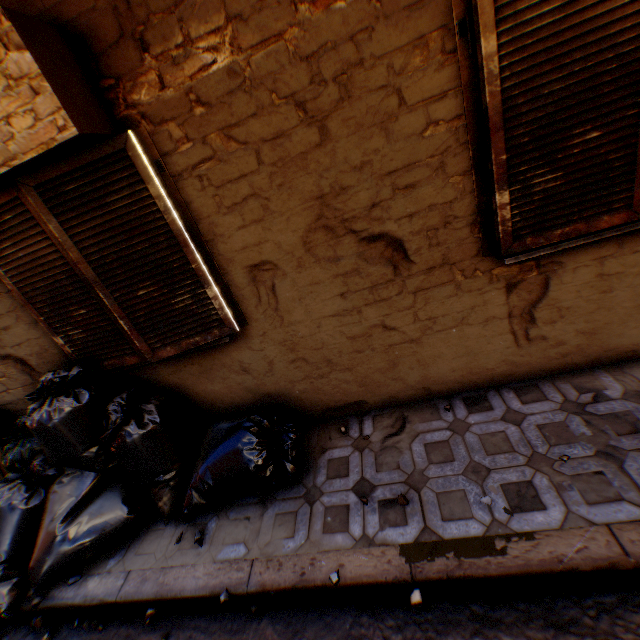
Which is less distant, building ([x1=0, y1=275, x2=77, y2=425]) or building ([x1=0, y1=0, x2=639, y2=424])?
building ([x1=0, y1=0, x2=639, y2=424])

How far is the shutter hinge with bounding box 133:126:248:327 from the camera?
2.1m

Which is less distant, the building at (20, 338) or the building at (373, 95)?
the building at (373, 95)

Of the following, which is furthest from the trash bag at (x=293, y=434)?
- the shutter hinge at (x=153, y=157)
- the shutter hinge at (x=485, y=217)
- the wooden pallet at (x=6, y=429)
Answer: the shutter hinge at (x=485, y=217)

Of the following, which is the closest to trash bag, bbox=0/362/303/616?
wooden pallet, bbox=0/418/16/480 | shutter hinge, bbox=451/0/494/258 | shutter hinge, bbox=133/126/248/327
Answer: wooden pallet, bbox=0/418/16/480

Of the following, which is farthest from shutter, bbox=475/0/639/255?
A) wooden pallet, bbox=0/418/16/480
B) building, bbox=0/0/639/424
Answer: wooden pallet, bbox=0/418/16/480

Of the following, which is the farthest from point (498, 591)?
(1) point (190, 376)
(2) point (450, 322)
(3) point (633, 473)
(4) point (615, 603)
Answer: (1) point (190, 376)
